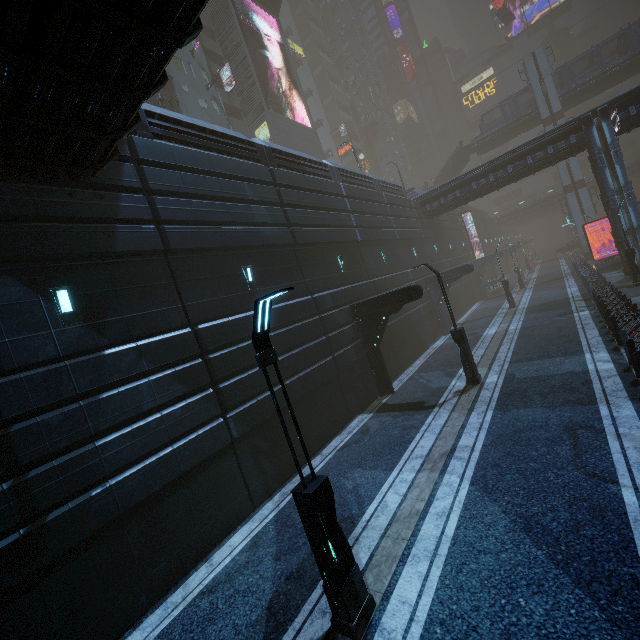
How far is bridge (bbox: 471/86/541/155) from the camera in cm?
4269

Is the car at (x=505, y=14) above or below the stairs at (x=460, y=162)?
above

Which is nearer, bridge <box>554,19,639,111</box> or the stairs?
bridge <box>554,19,639,111</box>

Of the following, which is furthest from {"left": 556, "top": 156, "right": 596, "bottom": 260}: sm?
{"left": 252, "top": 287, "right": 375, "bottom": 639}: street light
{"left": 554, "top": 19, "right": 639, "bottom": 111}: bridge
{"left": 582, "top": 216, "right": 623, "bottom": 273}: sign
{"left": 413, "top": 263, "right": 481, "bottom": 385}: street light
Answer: {"left": 413, "top": 263, "right": 481, "bottom": 385}: street light

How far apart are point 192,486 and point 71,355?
4.5 meters

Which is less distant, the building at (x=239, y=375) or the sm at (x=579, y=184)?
the building at (x=239, y=375)

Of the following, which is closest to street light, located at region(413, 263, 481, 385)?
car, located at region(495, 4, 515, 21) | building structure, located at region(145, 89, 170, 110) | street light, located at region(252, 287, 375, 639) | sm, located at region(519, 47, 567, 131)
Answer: street light, located at region(252, 287, 375, 639)

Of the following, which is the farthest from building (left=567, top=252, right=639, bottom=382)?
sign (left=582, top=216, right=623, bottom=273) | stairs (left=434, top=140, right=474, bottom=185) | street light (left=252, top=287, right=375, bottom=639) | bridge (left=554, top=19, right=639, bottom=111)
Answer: bridge (left=554, top=19, right=639, bottom=111)
